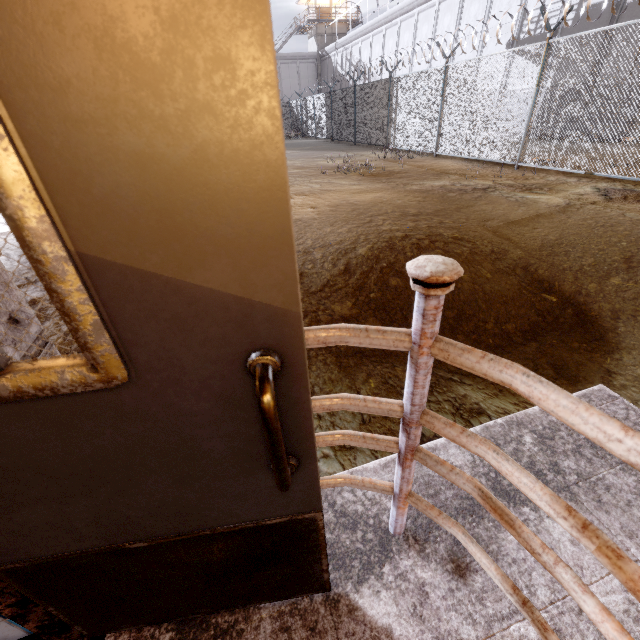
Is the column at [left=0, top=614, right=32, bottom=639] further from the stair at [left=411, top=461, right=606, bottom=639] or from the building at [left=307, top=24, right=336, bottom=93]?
the building at [left=307, top=24, right=336, bottom=93]

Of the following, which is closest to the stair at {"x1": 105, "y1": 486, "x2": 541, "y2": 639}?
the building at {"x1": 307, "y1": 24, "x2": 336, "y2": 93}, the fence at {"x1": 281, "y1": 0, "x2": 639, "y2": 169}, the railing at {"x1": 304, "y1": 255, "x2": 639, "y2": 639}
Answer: the railing at {"x1": 304, "y1": 255, "x2": 639, "y2": 639}

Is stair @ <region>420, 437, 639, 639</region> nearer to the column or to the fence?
the column

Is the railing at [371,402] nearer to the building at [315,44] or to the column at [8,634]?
the column at [8,634]

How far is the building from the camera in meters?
39.8 m

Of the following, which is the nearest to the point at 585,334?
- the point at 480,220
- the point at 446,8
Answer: the point at 480,220

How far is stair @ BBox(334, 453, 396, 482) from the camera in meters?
1.8

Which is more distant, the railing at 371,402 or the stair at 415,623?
the stair at 415,623
